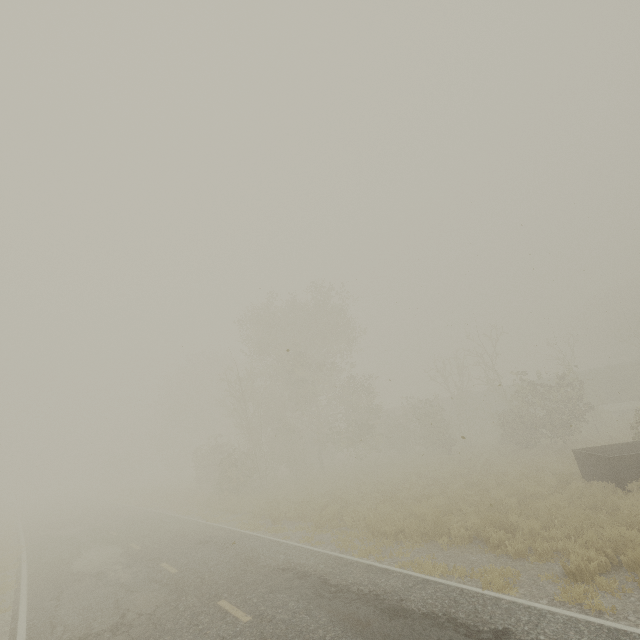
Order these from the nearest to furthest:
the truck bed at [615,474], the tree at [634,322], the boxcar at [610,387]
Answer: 1. the truck bed at [615,474]
2. the boxcar at [610,387]
3. the tree at [634,322]

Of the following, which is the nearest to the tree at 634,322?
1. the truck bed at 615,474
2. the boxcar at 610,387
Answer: the boxcar at 610,387

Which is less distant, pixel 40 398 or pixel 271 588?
pixel 271 588

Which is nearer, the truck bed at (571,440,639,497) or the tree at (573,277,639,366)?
the truck bed at (571,440,639,497)

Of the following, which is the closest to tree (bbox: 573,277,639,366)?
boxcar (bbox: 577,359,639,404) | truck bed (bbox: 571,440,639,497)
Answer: boxcar (bbox: 577,359,639,404)

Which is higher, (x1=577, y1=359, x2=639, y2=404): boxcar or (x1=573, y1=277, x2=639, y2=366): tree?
(x1=573, y1=277, x2=639, y2=366): tree

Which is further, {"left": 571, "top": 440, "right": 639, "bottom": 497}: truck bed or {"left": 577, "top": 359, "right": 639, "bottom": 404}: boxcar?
{"left": 577, "top": 359, "right": 639, "bottom": 404}: boxcar
